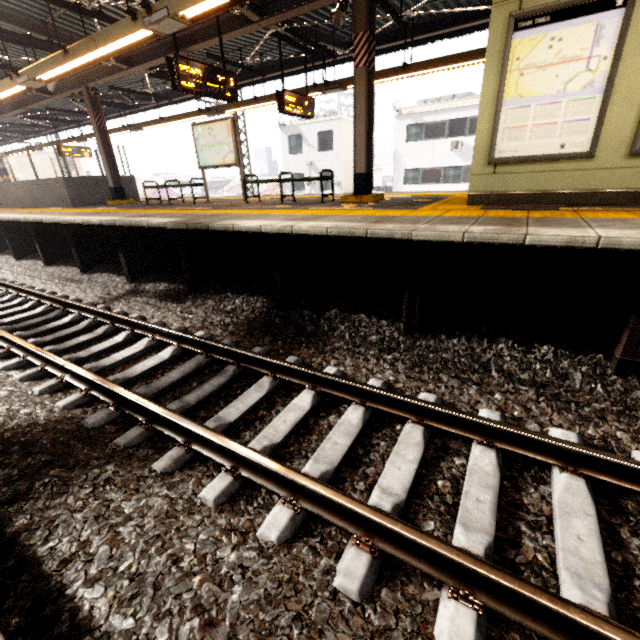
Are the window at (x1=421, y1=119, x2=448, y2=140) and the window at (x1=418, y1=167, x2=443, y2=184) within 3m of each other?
yes

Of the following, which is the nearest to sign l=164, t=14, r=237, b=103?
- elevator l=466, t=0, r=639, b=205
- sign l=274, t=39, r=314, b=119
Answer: sign l=274, t=39, r=314, b=119

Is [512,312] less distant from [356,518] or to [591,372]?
[591,372]

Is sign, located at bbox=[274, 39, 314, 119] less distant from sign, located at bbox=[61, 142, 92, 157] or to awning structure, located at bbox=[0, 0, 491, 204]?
awning structure, located at bbox=[0, 0, 491, 204]

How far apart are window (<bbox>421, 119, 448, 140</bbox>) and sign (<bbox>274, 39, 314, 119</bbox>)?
17.69m

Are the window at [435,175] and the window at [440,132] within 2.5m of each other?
yes

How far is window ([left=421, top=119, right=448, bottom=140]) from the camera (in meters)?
22.73

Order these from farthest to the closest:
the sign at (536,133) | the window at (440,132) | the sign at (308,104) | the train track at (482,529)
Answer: the window at (440,132)
the sign at (308,104)
the sign at (536,133)
the train track at (482,529)
